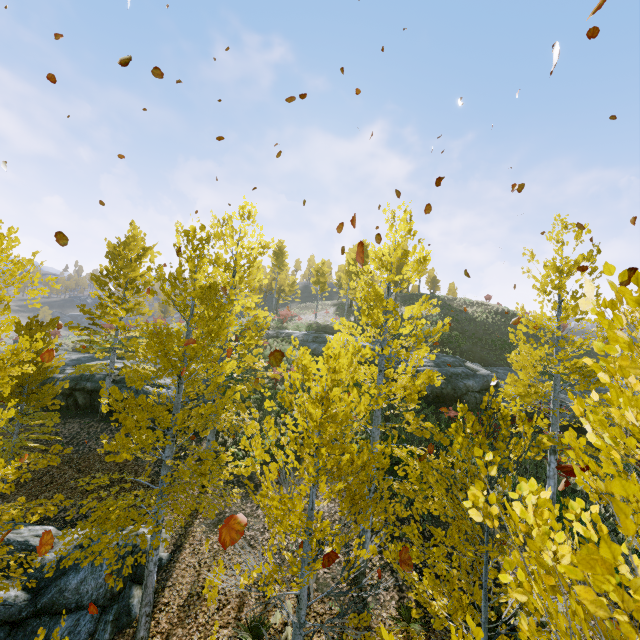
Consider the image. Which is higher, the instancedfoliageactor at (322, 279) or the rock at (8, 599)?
the instancedfoliageactor at (322, 279)

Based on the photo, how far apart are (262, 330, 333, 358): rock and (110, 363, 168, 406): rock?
11.6 meters

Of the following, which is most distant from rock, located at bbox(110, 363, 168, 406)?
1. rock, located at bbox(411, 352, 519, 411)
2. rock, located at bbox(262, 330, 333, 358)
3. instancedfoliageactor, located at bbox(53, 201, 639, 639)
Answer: rock, located at bbox(262, 330, 333, 358)

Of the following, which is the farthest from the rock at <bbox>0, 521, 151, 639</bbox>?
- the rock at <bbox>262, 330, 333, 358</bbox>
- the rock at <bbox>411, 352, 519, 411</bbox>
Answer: the rock at <bbox>262, 330, 333, 358</bbox>

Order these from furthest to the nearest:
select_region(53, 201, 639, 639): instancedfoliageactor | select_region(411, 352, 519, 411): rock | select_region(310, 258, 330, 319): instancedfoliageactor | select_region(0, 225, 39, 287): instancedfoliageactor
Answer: select_region(310, 258, 330, 319): instancedfoliageactor
select_region(411, 352, 519, 411): rock
select_region(0, 225, 39, 287): instancedfoliageactor
select_region(53, 201, 639, 639): instancedfoliageactor

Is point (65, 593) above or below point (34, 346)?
below

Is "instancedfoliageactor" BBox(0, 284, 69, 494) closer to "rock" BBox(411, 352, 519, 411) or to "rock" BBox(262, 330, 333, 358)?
"rock" BBox(411, 352, 519, 411)

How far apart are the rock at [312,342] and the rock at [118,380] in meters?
11.6 m
